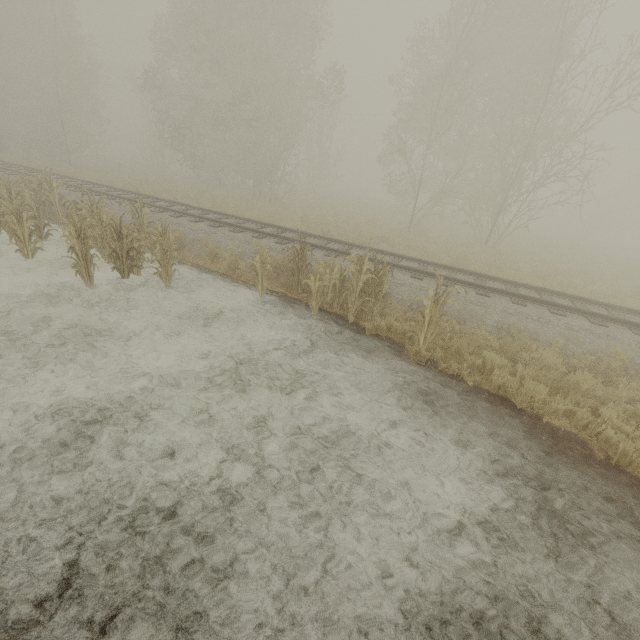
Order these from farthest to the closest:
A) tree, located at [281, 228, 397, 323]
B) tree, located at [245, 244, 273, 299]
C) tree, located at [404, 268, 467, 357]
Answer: tree, located at [245, 244, 273, 299]
tree, located at [281, 228, 397, 323]
tree, located at [404, 268, 467, 357]

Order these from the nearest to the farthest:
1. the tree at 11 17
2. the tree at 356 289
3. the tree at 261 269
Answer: the tree at 356 289, the tree at 261 269, the tree at 11 17

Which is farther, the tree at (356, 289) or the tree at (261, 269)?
the tree at (261, 269)

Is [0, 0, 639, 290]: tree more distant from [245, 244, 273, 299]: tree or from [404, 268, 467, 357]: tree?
[404, 268, 467, 357]: tree

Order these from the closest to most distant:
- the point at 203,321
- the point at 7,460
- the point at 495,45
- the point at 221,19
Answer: the point at 7,460, the point at 203,321, the point at 495,45, the point at 221,19

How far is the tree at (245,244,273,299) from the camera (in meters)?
8.27

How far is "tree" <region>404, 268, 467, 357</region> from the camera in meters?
6.5 m
